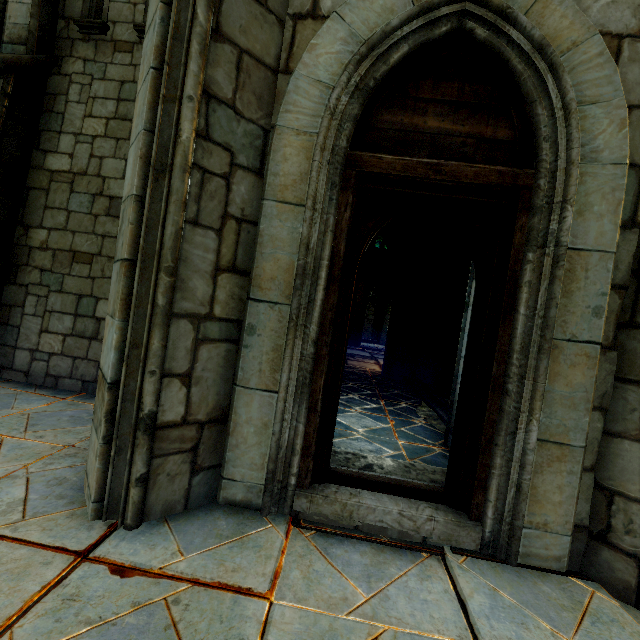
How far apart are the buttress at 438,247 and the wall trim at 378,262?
9.5 meters

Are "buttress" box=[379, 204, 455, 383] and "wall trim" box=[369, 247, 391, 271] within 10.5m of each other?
yes

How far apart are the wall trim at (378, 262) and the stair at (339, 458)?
17.3 meters

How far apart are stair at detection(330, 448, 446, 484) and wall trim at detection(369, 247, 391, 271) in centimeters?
1734cm

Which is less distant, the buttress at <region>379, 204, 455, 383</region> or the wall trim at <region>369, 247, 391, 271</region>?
the buttress at <region>379, 204, 455, 383</region>

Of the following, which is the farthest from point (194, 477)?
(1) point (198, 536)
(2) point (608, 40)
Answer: (2) point (608, 40)

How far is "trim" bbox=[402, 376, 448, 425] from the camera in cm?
584

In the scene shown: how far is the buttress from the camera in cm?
943
